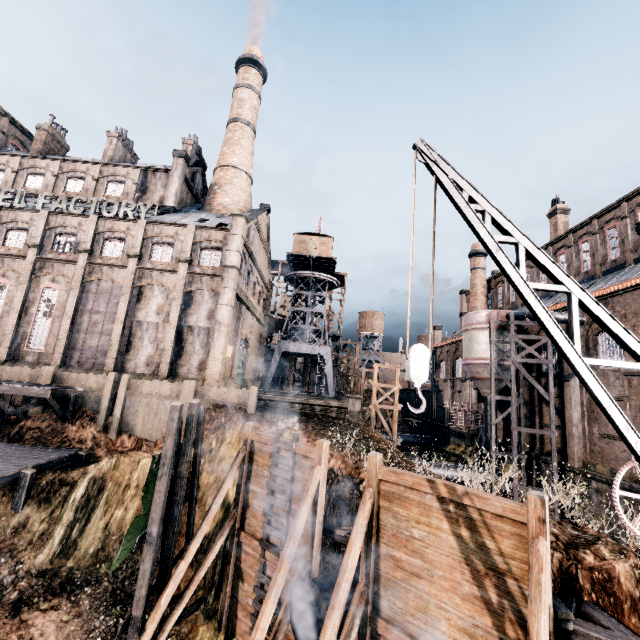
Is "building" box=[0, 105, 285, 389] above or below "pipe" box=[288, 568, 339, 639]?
above

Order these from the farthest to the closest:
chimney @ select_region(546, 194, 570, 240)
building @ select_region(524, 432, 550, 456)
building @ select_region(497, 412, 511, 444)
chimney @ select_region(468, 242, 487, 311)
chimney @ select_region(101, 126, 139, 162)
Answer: chimney @ select_region(468, 242, 487, 311) → chimney @ select_region(101, 126, 139, 162) → chimney @ select_region(546, 194, 570, 240) → building @ select_region(497, 412, 511, 444) → building @ select_region(524, 432, 550, 456)

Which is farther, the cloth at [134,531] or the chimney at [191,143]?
the chimney at [191,143]

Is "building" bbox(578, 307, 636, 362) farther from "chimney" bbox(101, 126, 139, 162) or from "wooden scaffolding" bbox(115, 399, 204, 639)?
"wooden scaffolding" bbox(115, 399, 204, 639)

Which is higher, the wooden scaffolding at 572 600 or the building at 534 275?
the building at 534 275

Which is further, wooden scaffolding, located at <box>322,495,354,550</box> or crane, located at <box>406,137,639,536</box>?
wooden scaffolding, located at <box>322,495,354,550</box>

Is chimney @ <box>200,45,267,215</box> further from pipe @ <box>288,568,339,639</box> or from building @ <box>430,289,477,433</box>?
pipe @ <box>288,568,339,639</box>

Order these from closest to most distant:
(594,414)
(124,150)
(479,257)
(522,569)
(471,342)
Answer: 1. (522,569)
2. (594,414)
3. (471,342)
4. (124,150)
5. (479,257)
